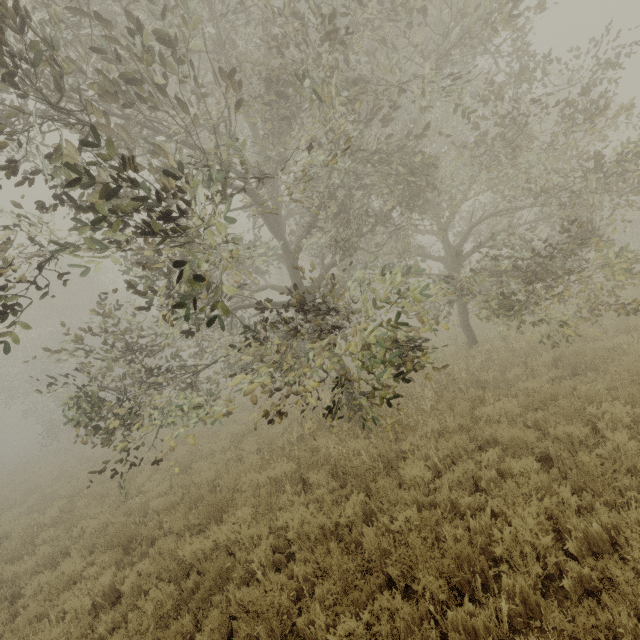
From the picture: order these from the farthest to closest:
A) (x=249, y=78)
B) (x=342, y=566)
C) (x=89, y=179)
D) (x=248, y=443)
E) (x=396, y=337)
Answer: (x=248, y=443)
(x=249, y=78)
(x=396, y=337)
(x=342, y=566)
(x=89, y=179)
